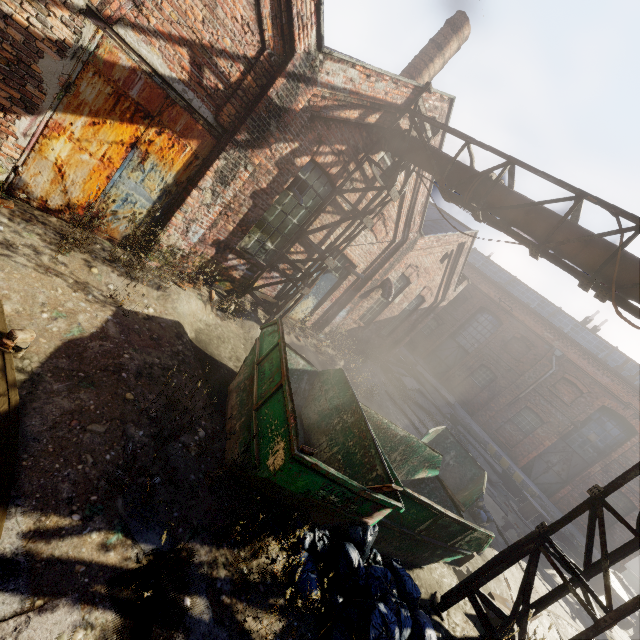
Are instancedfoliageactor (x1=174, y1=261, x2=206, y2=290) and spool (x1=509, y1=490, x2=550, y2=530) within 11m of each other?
no

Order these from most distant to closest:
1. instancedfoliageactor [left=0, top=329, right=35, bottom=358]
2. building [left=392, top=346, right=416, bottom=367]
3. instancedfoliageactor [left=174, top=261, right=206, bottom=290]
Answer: building [left=392, top=346, right=416, bottom=367]
instancedfoliageactor [left=174, top=261, right=206, bottom=290]
instancedfoliageactor [left=0, top=329, right=35, bottom=358]

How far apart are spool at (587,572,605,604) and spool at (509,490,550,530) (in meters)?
2.16

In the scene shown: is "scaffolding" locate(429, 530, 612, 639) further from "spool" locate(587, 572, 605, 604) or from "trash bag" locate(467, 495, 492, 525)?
"spool" locate(587, 572, 605, 604)

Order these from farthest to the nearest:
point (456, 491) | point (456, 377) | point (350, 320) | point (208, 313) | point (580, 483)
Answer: point (456, 377) < point (580, 483) < point (350, 320) < point (456, 491) < point (208, 313)

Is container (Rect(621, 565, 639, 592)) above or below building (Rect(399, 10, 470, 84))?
below

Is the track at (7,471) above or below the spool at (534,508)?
below

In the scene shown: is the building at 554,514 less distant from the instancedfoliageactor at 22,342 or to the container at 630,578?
the container at 630,578
